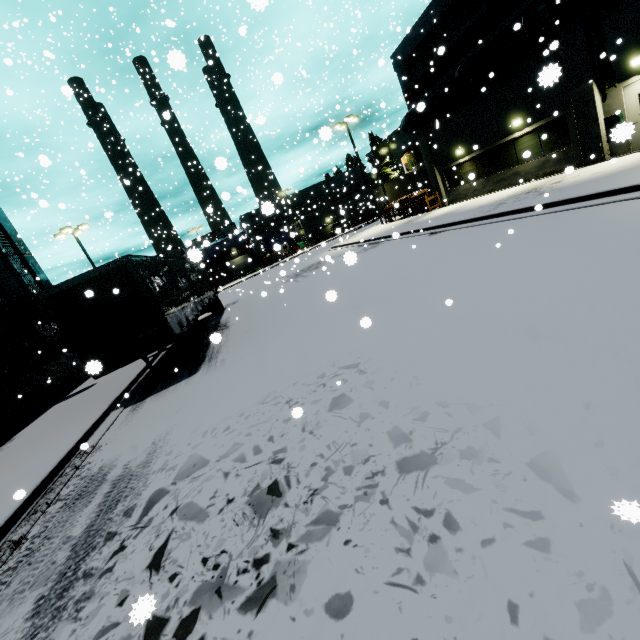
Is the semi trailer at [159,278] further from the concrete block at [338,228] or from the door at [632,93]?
the door at [632,93]

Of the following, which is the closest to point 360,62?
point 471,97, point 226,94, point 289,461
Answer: point 226,94

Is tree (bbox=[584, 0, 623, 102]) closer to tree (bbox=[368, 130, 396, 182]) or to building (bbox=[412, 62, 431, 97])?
building (bbox=[412, 62, 431, 97])

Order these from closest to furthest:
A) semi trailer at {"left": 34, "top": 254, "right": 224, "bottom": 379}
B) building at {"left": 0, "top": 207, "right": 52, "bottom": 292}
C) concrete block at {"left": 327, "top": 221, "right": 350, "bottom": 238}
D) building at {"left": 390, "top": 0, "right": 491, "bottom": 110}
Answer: semi trailer at {"left": 34, "top": 254, "right": 224, "bottom": 379}, concrete block at {"left": 327, "top": 221, "right": 350, "bottom": 238}, building at {"left": 390, "top": 0, "right": 491, "bottom": 110}, building at {"left": 0, "top": 207, "right": 52, "bottom": 292}

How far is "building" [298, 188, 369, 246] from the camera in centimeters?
5347cm

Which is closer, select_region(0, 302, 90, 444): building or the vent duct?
select_region(0, 302, 90, 444): building

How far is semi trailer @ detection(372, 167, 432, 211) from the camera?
35.9 meters

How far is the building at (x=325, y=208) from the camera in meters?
53.5
